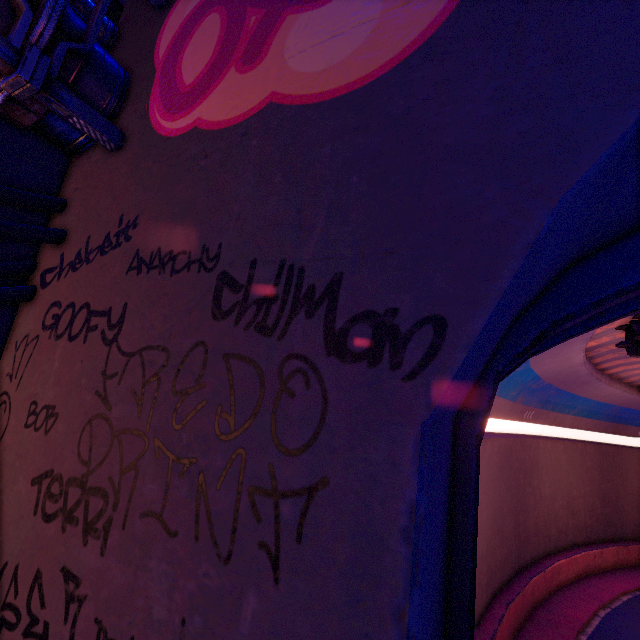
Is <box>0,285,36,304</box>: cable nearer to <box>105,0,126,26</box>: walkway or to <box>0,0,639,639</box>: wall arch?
<box>0,0,639,639</box>: wall arch

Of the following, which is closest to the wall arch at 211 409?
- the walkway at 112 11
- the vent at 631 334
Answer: the walkway at 112 11

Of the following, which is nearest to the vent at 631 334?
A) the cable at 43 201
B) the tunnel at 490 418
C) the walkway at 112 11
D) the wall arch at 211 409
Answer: the tunnel at 490 418

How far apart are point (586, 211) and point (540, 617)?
20.3m

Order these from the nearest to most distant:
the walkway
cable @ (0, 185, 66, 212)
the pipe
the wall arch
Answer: the wall arch, the pipe, cable @ (0, 185, 66, 212), the walkway

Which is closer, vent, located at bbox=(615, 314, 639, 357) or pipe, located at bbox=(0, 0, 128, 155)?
pipe, located at bbox=(0, 0, 128, 155)

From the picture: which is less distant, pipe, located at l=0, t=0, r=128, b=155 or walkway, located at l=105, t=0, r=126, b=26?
pipe, located at l=0, t=0, r=128, b=155

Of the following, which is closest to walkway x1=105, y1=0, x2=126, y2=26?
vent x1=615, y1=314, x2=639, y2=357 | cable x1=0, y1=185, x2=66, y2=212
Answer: cable x1=0, y1=185, x2=66, y2=212
